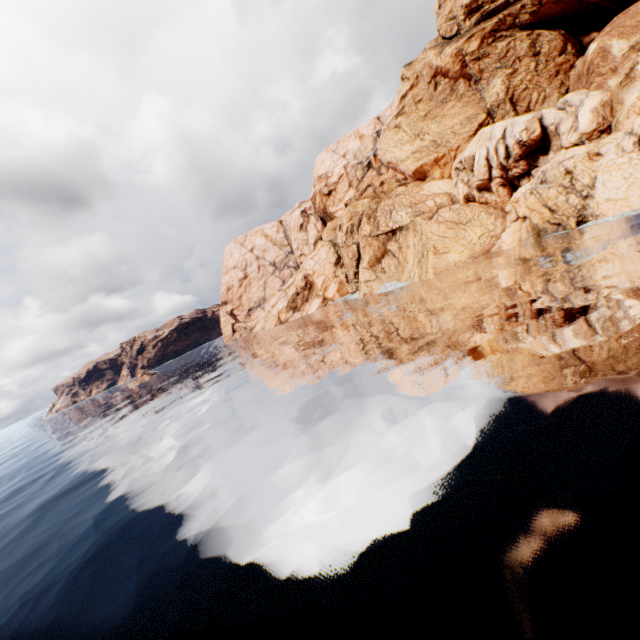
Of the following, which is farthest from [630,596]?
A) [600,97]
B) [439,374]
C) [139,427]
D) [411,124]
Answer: [411,124]
